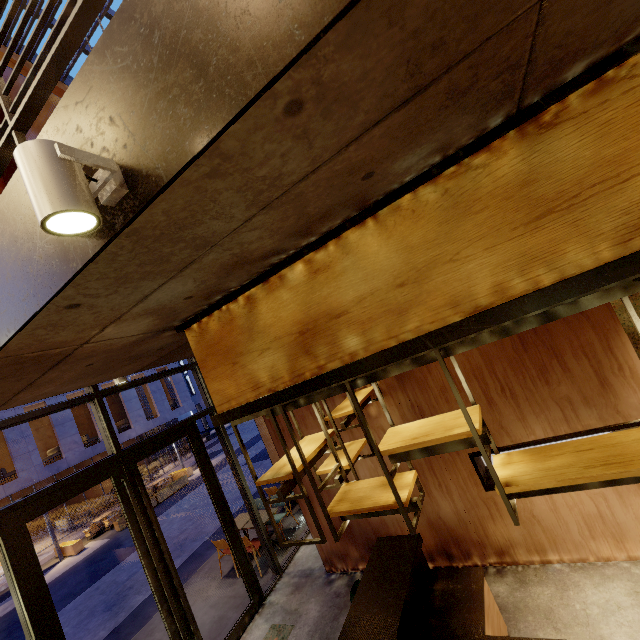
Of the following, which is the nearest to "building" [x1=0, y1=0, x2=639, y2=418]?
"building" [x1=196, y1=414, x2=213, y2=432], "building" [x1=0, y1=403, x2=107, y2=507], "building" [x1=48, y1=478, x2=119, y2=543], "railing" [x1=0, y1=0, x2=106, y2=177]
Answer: "railing" [x1=0, y1=0, x2=106, y2=177]

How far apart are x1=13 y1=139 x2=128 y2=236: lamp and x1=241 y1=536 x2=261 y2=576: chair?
7.5m

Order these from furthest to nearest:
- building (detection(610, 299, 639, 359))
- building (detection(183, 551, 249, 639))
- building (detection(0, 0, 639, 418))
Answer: building (detection(610, 299, 639, 359))
building (detection(183, 551, 249, 639))
building (detection(0, 0, 639, 418))

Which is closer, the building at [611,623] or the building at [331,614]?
the building at [611,623]

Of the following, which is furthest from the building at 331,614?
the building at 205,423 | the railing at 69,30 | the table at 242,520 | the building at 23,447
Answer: the building at 205,423

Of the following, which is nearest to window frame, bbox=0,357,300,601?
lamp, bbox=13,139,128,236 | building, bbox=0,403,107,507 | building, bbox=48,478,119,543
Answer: lamp, bbox=13,139,128,236

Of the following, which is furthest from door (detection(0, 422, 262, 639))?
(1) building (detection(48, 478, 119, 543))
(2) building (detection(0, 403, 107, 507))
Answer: (1) building (detection(48, 478, 119, 543))

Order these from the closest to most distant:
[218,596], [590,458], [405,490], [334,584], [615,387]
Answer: [590,458] → [405,490] → [615,387] → [334,584] → [218,596]
